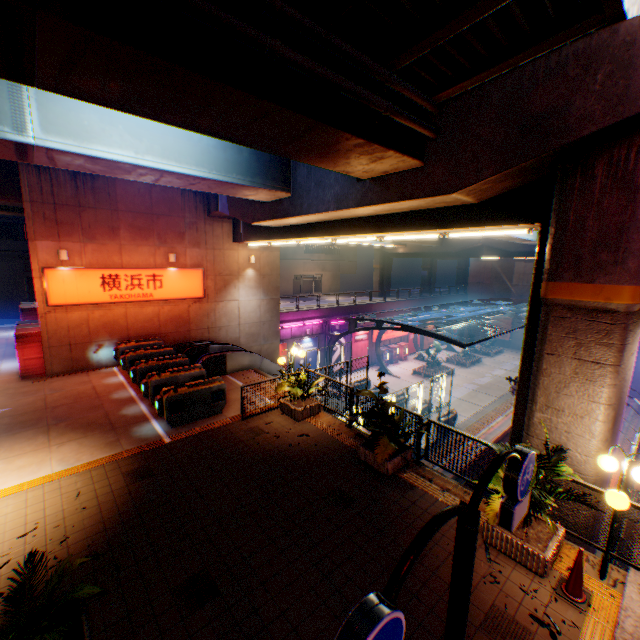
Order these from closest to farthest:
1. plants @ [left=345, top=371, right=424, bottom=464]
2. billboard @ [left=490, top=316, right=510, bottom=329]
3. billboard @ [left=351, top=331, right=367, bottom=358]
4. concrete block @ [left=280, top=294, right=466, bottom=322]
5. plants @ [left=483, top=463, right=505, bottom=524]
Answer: plants @ [left=483, top=463, right=505, bottom=524] → plants @ [left=345, top=371, right=424, bottom=464] → concrete block @ [left=280, top=294, right=466, bottom=322] → billboard @ [left=351, top=331, right=367, bottom=358] → billboard @ [left=490, top=316, right=510, bottom=329]

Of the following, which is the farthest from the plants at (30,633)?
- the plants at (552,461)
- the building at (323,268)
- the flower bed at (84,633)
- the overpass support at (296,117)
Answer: the building at (323,268)

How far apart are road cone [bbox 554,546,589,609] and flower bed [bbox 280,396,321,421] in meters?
7.0

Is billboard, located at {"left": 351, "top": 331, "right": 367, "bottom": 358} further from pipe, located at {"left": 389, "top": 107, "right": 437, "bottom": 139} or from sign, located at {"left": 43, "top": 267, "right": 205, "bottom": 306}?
pipe, located at {"left": 389, "top": 107, "right": 437, "bottom": 139}

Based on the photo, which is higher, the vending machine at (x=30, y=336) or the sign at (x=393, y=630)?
the sign at (x=393, y=630)

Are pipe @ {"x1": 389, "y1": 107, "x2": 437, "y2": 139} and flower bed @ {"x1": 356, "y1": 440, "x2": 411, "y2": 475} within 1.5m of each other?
no

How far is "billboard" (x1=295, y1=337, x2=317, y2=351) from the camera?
28.4m

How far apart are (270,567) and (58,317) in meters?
14.2 m
